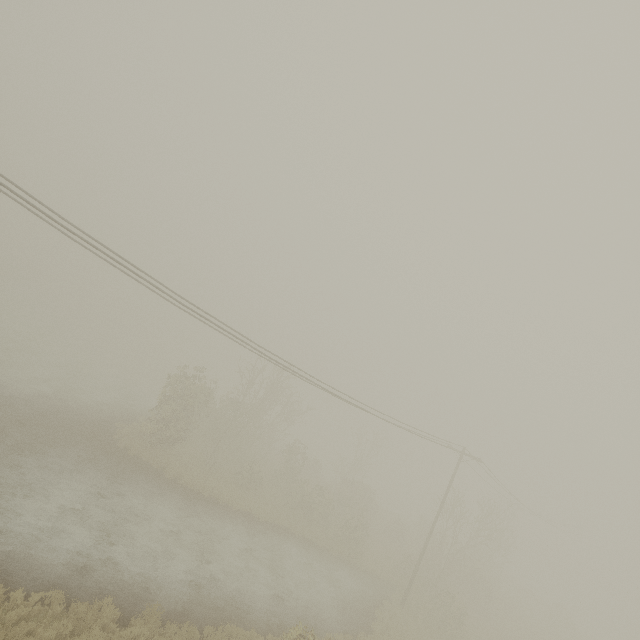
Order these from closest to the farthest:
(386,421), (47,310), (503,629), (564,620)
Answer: (386,421)
(503,629)
(564,620)
(47,310)
